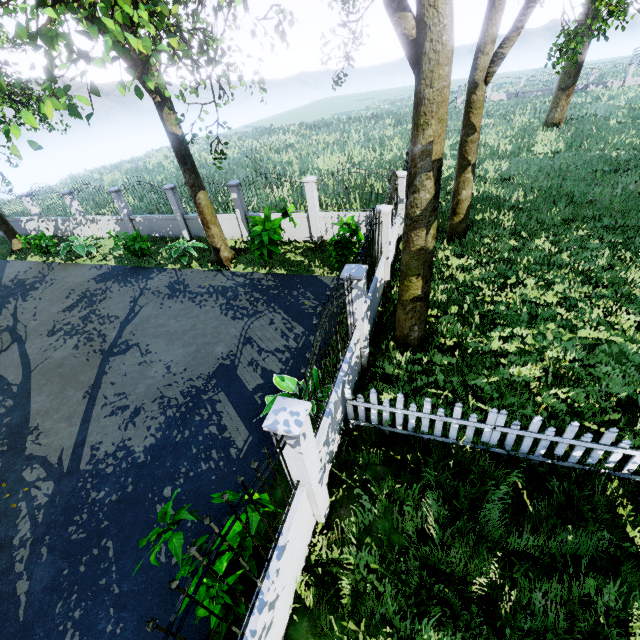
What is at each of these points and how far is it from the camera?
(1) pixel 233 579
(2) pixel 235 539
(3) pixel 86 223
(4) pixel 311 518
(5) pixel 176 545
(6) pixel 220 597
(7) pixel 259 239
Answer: (1) plant, 3.52m
(2) plant, 3.98m
(3) fence, 17.06m
(4) fence, 4.73m
(5) plant, 3.65m
(6) plant, 3.55m
(7) plant, 10.37m

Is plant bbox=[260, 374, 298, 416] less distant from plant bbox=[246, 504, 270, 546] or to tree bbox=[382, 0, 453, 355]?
plant bbox=[246, 504, 270, 546]

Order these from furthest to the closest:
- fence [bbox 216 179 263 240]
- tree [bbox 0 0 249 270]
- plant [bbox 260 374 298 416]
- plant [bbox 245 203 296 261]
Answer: fence [bbox 216 179 263 240] < plant [bbox 245 203 296 261] < plant [bbox 260 374 298 416] < tree [bbox 0 0 249 270]

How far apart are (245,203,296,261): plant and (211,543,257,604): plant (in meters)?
7.69

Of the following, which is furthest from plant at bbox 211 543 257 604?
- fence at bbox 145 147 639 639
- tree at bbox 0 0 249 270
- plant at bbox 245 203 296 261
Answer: plant at bbox 245 203 296 261

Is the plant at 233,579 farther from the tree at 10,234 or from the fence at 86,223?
the tree at 10,234

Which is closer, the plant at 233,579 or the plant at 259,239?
the plant at 233,579

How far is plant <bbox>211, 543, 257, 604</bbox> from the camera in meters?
3.6
